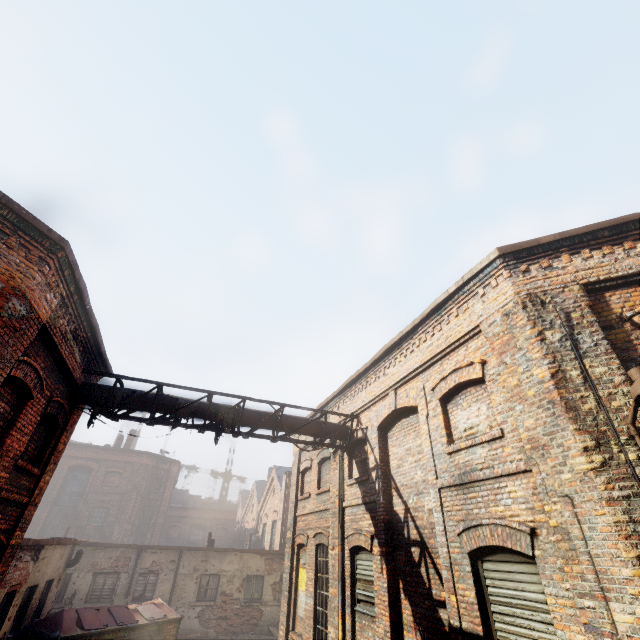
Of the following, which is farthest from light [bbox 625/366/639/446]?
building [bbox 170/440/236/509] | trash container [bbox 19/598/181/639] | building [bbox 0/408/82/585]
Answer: building [bbox 170/440/236/509]

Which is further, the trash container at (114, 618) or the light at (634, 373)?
the trash container at (114, 618)

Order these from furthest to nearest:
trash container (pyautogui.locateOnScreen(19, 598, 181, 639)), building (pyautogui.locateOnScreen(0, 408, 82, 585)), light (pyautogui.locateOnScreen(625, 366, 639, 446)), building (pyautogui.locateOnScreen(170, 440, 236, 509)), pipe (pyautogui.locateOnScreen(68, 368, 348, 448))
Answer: building (pyautogui.locateOnScreen(170, 440, 236, 509)) < trash container (pyautogui.locateOnScreen(19, 598, 181, 639)) < pipe (pyautogui.locateOnScreen(68, 368, 348, 448)) < building (pyautogui.locateOnScreen(0, 408, 82, 585)) < light (pyautogui.locateOnScreen(625, 366, 639, 446))

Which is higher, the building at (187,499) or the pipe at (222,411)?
the building at (187,499)

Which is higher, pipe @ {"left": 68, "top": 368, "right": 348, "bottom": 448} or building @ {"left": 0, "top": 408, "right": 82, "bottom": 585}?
pipe @ {"left": 68, "top": 368, "right": 348, "bottom": 448}

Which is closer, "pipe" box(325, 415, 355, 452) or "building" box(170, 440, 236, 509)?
"pipe" box(325, 415, 355, 452)

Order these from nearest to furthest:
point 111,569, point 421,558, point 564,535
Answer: point 564,535 → point 421,558 → point 111,569

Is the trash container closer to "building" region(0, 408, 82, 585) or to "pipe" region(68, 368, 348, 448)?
"building" region(0, 408, 82, 585)
